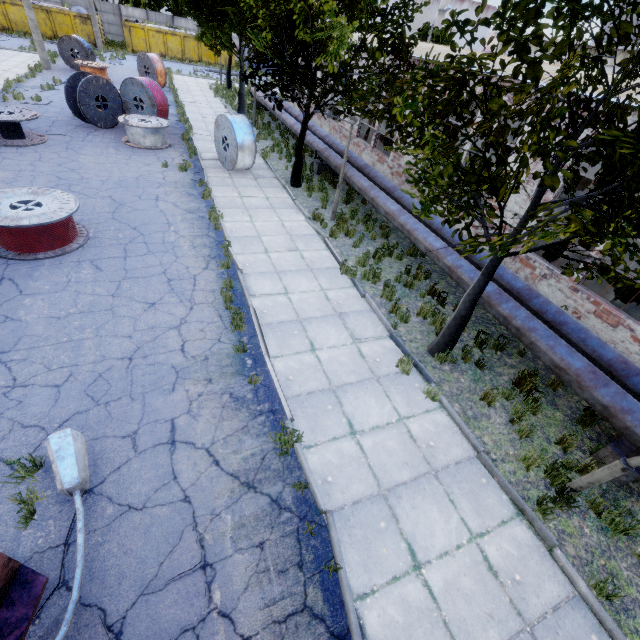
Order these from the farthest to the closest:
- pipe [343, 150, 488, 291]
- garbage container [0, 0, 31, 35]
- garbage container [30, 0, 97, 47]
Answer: garbage container [30, 0, 97, 47] < garbage container [0, 0, 31, 35] < pipe [343, 150, 488, 291]

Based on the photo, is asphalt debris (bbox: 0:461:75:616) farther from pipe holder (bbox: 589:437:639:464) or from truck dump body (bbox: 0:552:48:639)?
pipe holder (bbox: 589:437:639:464)

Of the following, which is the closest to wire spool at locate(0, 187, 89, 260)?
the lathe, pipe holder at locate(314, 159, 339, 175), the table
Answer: → pipe holder at locate(314, 159, 339, 175)

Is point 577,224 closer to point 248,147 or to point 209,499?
point 209,499

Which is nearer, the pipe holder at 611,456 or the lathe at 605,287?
the pipe holder at 611,456

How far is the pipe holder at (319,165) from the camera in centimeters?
1526cm

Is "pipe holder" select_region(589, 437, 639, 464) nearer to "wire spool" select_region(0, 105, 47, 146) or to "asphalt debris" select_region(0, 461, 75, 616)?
"asphalt debris" select_region(0, 461, 75, 616)

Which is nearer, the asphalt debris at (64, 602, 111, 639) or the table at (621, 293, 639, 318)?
the asphalt debris at (64, 602, 111, 639)
